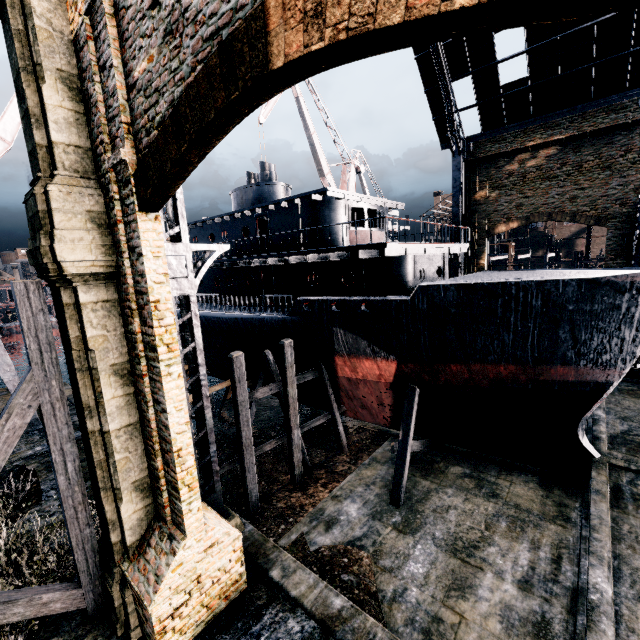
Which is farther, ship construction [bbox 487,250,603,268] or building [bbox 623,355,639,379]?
ship construction [bbox 487,250,603,268]

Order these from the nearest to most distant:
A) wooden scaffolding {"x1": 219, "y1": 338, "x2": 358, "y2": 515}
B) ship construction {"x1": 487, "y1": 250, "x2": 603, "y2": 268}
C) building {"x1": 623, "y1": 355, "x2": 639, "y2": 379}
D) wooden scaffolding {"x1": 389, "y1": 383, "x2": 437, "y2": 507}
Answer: wooden scaffolding {"x1": 219, "y1": 338, "x2": 358, "y2": 515}, wooden scaffolding {"x1": 389, "y1": 383, "x2": 437, "y2": 507}, building {"x1": 623, "y1": 355, "x2": 639, "y2": 379}, ship construction {"x1": 487, "y1": 250, "x2": 603, "y2": 268}

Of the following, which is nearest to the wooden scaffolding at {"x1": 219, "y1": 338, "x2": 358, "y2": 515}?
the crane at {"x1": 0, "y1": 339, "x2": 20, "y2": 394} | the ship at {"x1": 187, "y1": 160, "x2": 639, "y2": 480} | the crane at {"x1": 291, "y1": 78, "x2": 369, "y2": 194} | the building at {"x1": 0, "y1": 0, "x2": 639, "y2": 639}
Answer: the ship at {"x1": 187, "y1": 160, "x2": 639, "y2": 480}

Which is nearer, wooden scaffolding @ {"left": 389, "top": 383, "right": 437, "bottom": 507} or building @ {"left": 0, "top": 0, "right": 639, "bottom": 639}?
building @ {"left": 0, "top": 0, "right": 639, "bottom": 639}

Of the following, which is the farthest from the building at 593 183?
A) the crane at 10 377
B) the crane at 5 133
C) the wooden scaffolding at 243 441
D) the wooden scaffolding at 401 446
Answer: the crane at 5 133

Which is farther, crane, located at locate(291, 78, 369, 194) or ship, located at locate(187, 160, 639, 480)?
crane, located at locate(291, 78, 369, 194)

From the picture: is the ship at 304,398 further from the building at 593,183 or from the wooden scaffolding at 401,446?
the building at 593,183

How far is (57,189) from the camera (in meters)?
6.57
